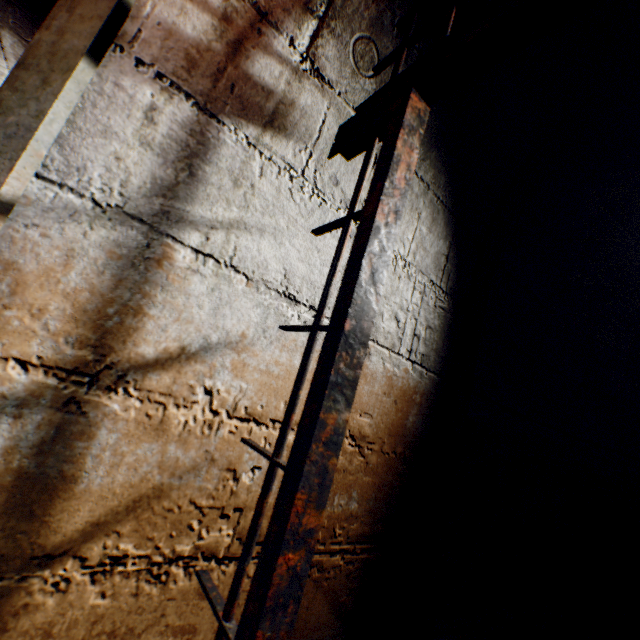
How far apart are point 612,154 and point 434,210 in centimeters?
110cm

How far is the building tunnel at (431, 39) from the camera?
1.10m

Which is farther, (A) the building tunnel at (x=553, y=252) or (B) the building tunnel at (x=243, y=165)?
(A) the building tunnel at (x=553, y=252)

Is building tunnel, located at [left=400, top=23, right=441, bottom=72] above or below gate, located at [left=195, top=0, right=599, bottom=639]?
above

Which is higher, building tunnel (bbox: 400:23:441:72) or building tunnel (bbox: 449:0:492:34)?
building tunnel (bbox: 449:0:492:34)

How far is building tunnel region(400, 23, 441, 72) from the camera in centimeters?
110cm

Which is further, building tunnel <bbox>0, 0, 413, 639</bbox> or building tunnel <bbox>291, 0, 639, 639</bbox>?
building tunnel <bbox>291, 0, 639, 639</bbox>
